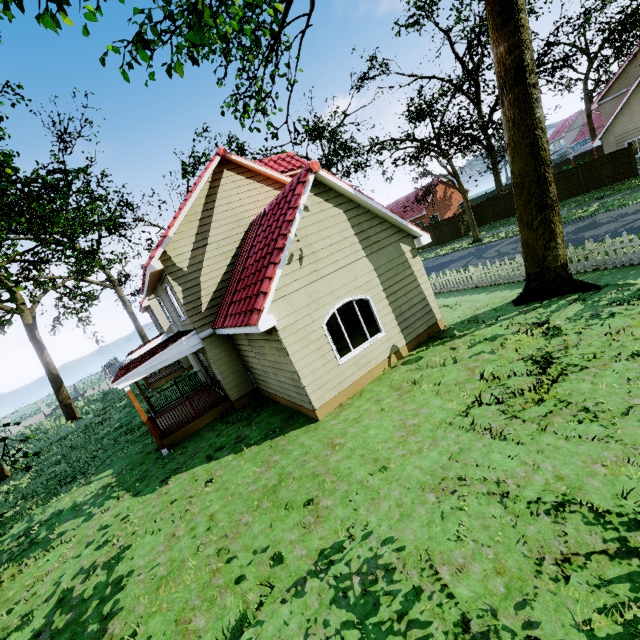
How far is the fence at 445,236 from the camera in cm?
3219

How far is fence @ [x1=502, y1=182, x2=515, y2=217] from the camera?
29.7m

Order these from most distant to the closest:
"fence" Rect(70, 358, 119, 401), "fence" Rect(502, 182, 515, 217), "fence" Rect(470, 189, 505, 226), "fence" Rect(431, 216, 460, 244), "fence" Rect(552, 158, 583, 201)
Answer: "fence" Rect(70, 358, 119, 401) < "fence" Rect(431, 216, 460, 244) < "fence" Rect(470, 189, 505, 226) < "fence" Rect(502, 182, 515, 217) < "fence" Rect(552, 158, 583, 201)

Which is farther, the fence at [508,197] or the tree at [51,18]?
the fence at [508,197]

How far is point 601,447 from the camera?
4.75m

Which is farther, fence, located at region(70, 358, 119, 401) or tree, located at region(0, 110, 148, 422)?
fence, located at region(70, 358, 119, 401)

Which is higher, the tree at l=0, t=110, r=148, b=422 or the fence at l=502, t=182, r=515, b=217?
the fence at l=502, t=182, r=515, b=217
